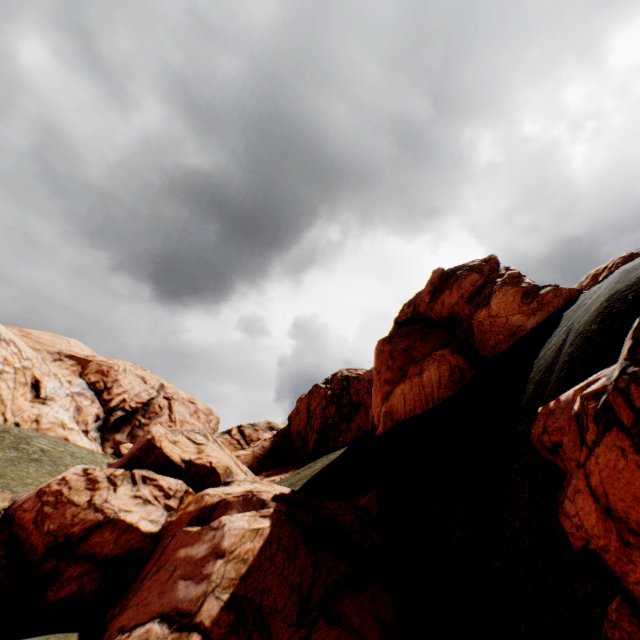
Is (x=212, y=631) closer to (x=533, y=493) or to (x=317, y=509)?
(x=317, y=509)

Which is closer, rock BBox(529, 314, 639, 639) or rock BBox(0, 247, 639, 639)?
rock BBox(529, 314, 639, 639)

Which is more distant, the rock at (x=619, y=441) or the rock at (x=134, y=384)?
the rock at (x=134, y=384)
